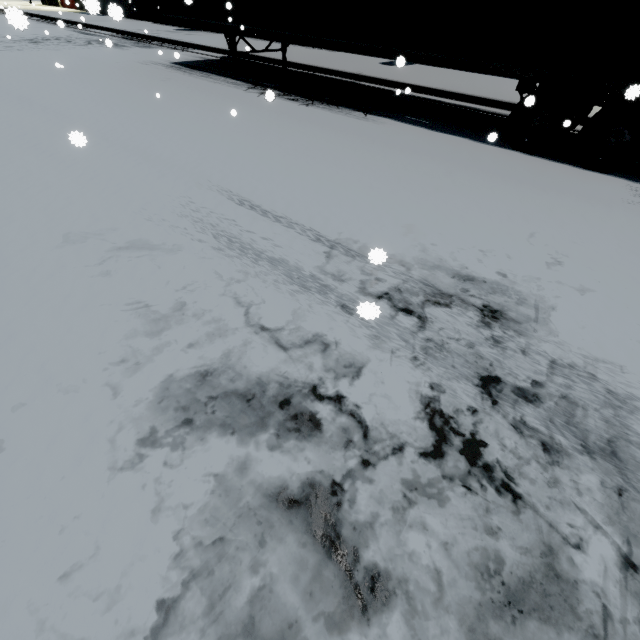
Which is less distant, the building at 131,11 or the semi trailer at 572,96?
the building at 131,11

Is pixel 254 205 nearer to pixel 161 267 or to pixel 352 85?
pixel 161 267

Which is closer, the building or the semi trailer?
the building
